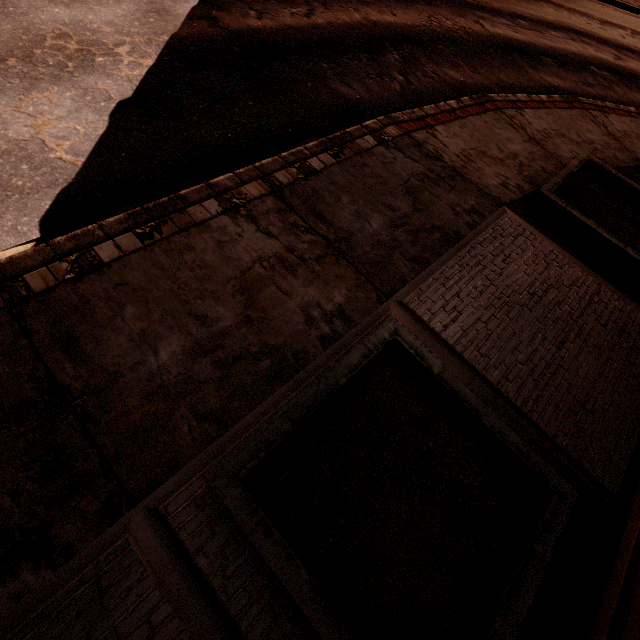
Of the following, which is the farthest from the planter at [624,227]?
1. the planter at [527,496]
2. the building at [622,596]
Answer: the planter at [527,496]

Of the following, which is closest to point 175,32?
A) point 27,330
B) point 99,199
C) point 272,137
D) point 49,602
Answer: point 272,137

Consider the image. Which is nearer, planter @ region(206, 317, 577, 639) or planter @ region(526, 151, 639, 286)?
planter @ region(206, 317, 577, 639)

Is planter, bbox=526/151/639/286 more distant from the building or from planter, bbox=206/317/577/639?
planter, bbox=206/317/577/639

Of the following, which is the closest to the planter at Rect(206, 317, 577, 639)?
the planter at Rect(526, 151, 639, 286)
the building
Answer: the building

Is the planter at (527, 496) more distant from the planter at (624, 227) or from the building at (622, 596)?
the planter at (624, 227)
